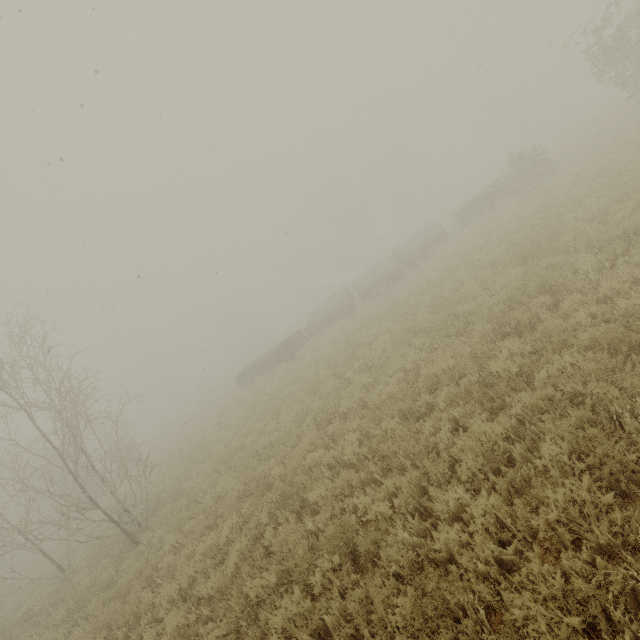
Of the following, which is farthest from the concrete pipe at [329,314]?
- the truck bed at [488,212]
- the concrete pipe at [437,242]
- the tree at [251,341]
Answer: the tree at [251,341]

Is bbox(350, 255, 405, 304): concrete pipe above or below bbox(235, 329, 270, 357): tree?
below

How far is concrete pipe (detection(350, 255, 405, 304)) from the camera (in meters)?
23.20

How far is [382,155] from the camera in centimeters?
5772cm

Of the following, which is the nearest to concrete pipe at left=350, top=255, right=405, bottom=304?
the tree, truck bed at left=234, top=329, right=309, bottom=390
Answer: truck bed at left=234, top=329, right=309, bottom=390

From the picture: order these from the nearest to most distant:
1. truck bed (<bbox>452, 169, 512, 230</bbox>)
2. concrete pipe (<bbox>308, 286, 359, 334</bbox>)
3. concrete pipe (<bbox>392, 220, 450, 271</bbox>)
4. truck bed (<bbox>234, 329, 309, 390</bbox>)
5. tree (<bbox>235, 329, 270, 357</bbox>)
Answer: truck bed (<bbox>452, 169, 512, 230</bbox>)
truck bed (<bbox>234, 329, 309, 390</bbox>)
concrete pipe (<bbox>392, 220, 450, 271</bbox>)
concrete pipe (<bbox>308, 286, 359, 334</bbox>)
tree (<bbox>235, 329, 270, 357</bbox>)

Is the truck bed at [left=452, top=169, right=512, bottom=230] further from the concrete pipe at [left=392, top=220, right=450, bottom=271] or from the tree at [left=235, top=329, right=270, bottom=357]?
the tree at [left=235, top=329, right=270, bottom=357]

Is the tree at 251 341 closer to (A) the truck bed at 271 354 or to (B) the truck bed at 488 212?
(A) the truck bed at 271 354
